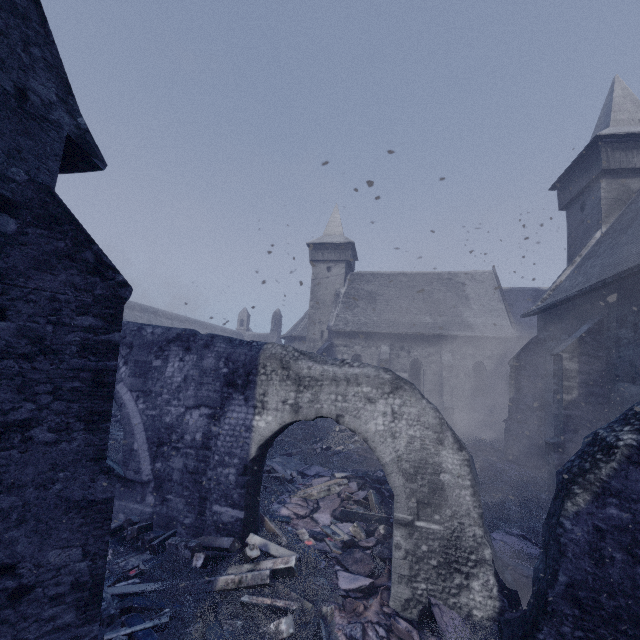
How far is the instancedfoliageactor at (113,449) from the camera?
11.9 meters

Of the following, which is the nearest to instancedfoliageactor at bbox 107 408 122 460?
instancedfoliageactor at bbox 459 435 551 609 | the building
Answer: the building

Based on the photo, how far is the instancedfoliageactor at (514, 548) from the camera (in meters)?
6.35

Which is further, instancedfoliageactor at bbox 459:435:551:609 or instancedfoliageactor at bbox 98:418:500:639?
instancedfoliageactor at bbox 459:435:551:609

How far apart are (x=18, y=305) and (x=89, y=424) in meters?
1.8 m

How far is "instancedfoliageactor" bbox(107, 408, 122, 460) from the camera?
11.90m

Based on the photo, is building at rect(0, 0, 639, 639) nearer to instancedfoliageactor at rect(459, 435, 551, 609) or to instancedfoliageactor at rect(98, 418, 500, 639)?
instancedfoliageactor at rect(98, 418, 500, 639)
